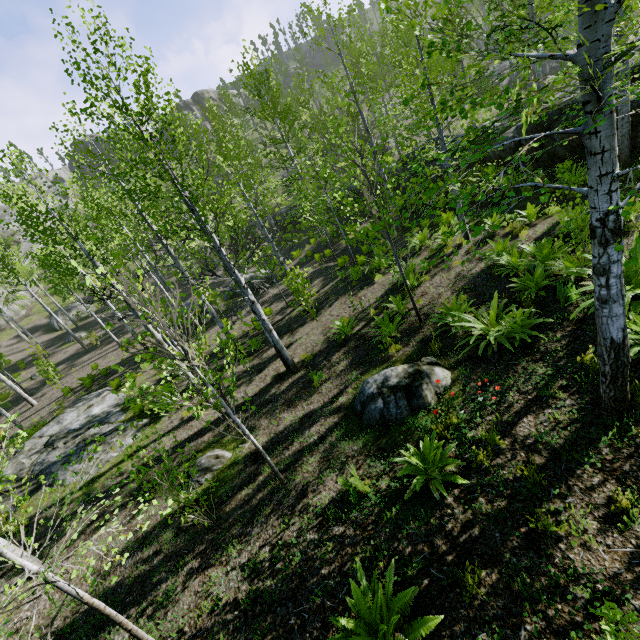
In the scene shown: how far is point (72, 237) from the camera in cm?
794

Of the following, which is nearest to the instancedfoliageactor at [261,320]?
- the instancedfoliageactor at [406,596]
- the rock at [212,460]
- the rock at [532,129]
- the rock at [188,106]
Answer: the rock at [532,129]

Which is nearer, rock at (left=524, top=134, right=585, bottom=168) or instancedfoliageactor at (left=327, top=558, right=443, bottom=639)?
instancedfoliageactor at (left=327, top=558, right=443, bottom=639)

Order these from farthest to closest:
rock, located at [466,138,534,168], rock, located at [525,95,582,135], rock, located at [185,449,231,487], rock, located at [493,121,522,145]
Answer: rock, located at [466,138,534,168] → rock, located at [493,121,522,145] → rock, located at [525,95,582,135] → rock, located at [185,449,231,487]

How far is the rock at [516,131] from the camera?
11.80m

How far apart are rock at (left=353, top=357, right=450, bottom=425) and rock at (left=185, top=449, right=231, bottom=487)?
3.2 meters

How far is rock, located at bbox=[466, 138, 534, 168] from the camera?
12.8 meters

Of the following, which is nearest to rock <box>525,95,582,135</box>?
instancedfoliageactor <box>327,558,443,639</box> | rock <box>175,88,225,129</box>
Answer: instancedfoliageactor <box>327,558,443,639</box>
